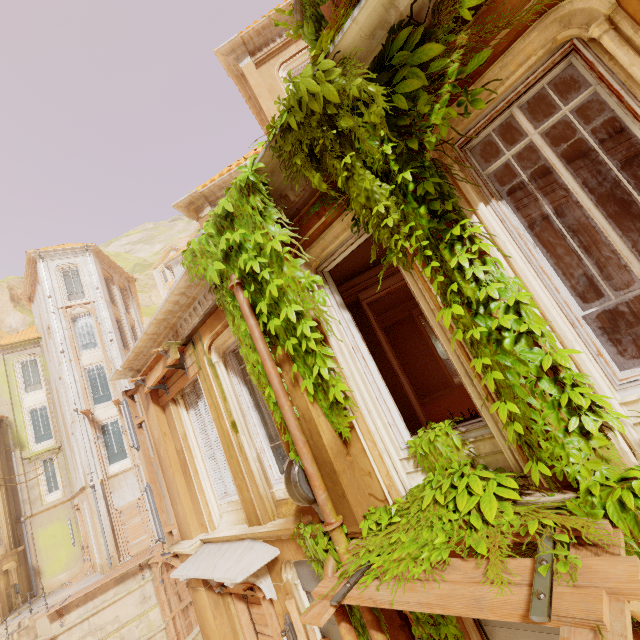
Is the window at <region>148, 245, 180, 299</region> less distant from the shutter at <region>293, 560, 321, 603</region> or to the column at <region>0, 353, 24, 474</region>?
the column at <region>0, 353, 24, 474</region>

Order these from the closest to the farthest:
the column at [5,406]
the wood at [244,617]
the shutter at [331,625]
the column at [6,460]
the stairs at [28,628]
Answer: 1. the shutter at [331,625]
2. the wood at [244,617]
3. the stairs at [28,628]
4. the column at [6,460]
5. the column at [5,406]

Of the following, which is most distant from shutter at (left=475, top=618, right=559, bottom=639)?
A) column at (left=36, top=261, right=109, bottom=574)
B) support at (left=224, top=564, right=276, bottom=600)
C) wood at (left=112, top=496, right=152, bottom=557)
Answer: column at (left=36, top=261, right=109, bottom=574)

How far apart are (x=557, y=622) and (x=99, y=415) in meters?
24.4 m

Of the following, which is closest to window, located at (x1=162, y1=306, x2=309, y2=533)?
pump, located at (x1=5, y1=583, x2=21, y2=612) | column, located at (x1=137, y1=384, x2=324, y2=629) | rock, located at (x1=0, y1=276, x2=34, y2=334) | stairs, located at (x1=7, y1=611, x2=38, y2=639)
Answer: column, located at (x1=137, y1=384, x2=324, y2=629)

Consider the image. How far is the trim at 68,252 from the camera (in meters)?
22.55

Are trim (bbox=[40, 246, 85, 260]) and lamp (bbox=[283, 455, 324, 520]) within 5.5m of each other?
no

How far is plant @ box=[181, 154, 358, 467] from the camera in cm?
399
